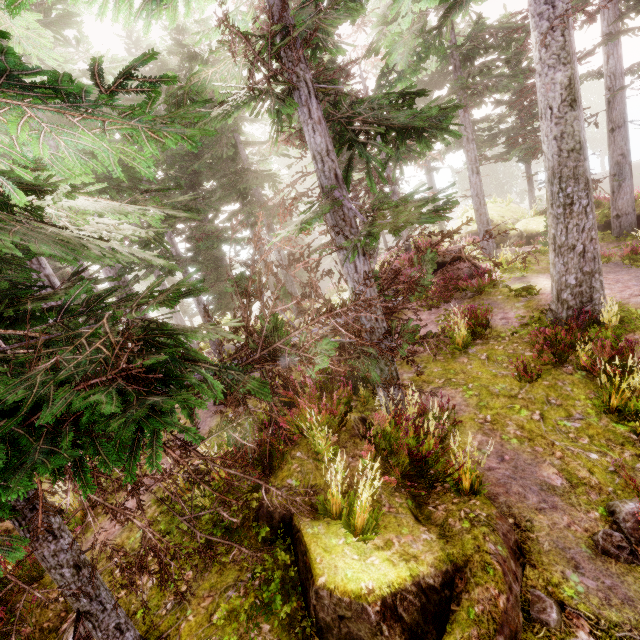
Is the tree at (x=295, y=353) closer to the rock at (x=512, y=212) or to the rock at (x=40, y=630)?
the rock at (x=40, y=630)

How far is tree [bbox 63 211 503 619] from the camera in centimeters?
314cm

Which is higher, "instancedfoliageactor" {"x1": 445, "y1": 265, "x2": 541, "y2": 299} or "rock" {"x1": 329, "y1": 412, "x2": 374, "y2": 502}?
"rock" {"x1": 329, "y1": 412, "x2": 374, "y2": 502}

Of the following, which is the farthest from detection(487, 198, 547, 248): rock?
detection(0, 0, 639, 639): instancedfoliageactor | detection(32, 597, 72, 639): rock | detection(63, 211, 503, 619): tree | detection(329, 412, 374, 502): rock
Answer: detection(32, 597, 72, 639): rock

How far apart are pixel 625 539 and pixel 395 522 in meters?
2.9

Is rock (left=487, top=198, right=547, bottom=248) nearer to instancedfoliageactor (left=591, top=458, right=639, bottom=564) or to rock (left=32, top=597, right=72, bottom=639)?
instancedfoliageactor (left=591, top=458, right=639, bottom=564)

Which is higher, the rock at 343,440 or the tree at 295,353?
the tree at 295,353

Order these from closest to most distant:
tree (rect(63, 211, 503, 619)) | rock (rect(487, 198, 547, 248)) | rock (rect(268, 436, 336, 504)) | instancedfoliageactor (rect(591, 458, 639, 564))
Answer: tree (rect(63, 211, 503, 619)) → instancedfoliageactor (rect(591, 458, 639, 564)) → rock (rect(268, 436, 336, 504)) → rock (rect(487, 198, 547, 248))
